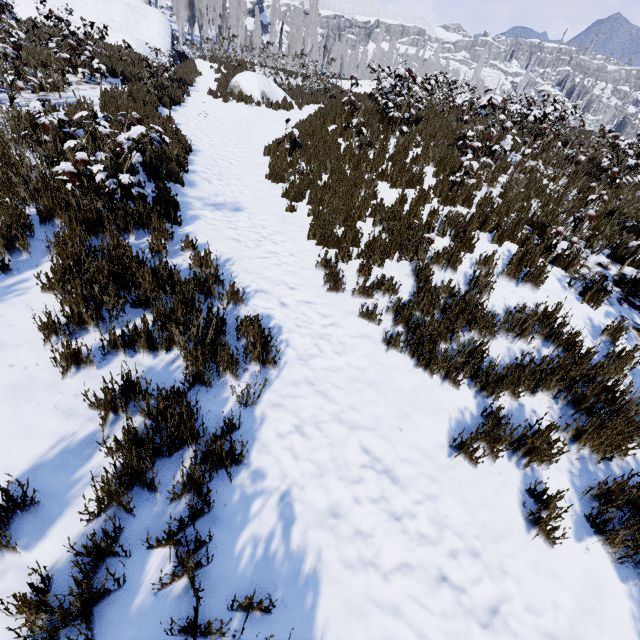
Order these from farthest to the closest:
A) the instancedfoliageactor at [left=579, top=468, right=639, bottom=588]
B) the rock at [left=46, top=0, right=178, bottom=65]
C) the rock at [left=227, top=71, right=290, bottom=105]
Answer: the rock at [left=46, top=0, right=178, bottom=65], the rock at [left=227, top=71, right=290, bottom=105], the instancedfoliageactor at [left=579, top=468, right=639, bottom=588]

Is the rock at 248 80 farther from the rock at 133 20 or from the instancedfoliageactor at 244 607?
the instancedfoliageactor at 244 607

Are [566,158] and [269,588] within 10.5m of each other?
no

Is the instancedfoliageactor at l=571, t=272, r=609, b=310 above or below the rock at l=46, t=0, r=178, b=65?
below

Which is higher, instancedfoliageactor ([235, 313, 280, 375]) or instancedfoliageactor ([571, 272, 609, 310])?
Answer: instancedfoliageactor ([571, 272, 609, 310])

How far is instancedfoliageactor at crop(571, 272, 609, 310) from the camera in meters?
4.2

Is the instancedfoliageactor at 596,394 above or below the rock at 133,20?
below

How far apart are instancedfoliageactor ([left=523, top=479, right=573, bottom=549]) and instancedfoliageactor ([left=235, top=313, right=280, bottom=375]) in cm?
258
